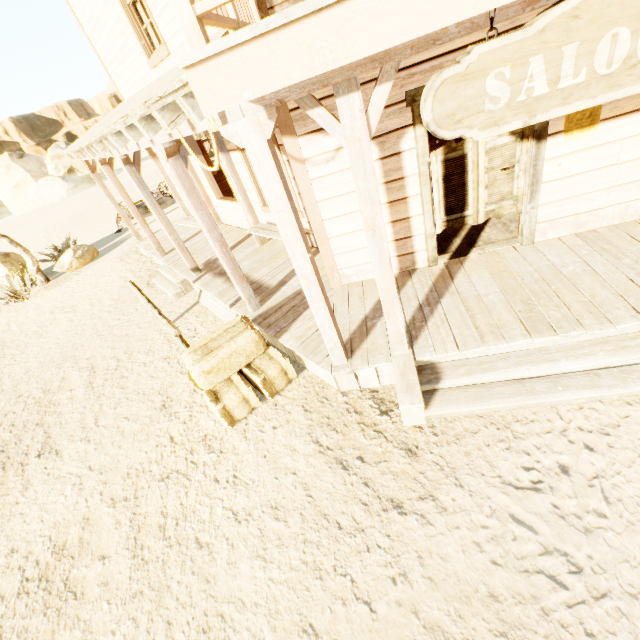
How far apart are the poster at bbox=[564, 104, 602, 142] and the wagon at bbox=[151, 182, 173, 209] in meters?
15.7

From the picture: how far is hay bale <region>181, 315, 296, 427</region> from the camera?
4.0 meters

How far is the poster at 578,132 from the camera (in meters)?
3.47

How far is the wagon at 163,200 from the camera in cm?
1506

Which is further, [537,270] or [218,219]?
[218,219]

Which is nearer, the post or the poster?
the poster

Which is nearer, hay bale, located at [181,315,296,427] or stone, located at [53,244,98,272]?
hay bale, located at [181,315,296,427]

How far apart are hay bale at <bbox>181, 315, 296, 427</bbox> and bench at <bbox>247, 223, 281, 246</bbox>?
2.0m
